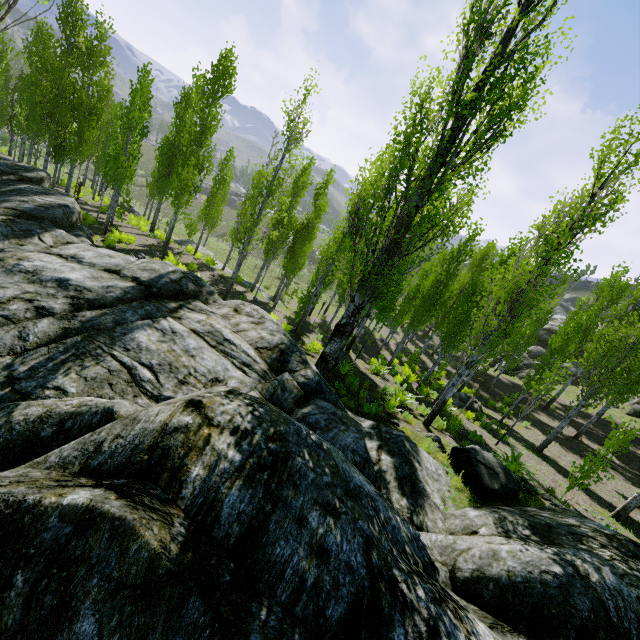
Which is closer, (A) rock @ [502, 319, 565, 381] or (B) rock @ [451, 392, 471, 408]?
(B) rock @ [451, 392, 471, 408]

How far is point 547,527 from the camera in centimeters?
576cm

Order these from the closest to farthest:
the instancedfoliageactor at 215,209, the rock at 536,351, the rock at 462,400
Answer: the rock at 462,400
the instancedfoliageactor at 215,209
the rock at 536,351

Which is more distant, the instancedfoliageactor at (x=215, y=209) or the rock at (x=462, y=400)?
the instancedfoliageactor at (x=215, y=209)

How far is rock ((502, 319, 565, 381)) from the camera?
33.6m

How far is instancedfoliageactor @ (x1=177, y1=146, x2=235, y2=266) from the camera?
20.7 meters

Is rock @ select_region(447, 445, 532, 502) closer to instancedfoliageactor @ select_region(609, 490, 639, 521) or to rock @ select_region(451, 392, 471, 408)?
instancedfoliageactor @ select_region(609, 490, 639, 521)
